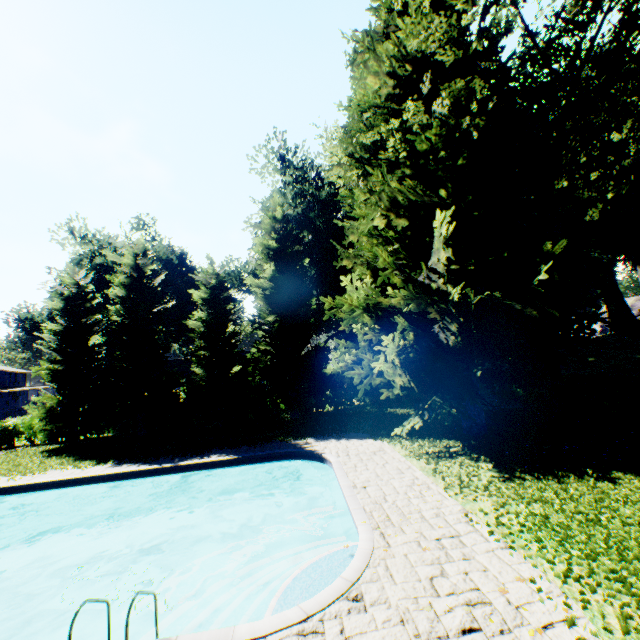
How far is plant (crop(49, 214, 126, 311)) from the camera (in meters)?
34.31

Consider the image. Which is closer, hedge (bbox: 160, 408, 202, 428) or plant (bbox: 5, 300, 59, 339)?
hedge (bbox: 160, 408, 202, 428)

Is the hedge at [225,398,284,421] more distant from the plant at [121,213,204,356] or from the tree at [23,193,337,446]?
the plant at [121,213,204,356]

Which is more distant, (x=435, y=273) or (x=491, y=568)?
(x=435, y=273)

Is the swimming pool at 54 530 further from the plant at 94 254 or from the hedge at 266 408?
the hedge at 266 408

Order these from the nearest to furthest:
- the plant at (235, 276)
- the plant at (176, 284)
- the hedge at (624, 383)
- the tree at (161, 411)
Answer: the hedge at (624, 383), the tree at (161, 411), the plant at (235, 276), the plant at (176, 284)

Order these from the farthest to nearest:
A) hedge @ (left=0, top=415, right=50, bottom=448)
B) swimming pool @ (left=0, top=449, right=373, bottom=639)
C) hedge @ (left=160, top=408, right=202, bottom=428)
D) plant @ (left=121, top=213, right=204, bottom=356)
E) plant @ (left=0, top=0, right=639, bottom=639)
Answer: plant @ (left=121, top=213, right=204, bottom=356), hedge @ (left=160, top=408, right=202, bottom=428), hedge @ (left=0, top=415, right=50, bottom=448), plant @ (left=0, top=0, right=639, bottom=639), swimming pool @ (left=0, top=449, right=373, bottom=639)

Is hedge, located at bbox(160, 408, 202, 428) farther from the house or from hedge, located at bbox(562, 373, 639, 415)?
the house
